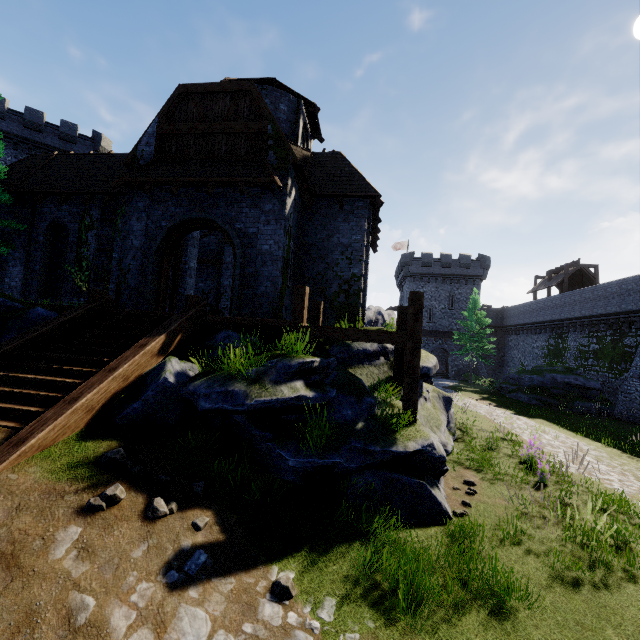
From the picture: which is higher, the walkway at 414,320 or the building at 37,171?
the building at 37,171

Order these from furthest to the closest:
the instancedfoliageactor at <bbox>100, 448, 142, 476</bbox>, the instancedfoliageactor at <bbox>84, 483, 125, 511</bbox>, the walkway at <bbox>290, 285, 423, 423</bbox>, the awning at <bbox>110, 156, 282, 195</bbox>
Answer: the awning at <bbox>110, 156, 282, 195</bbox>
the walkway at <bbox>290, 285, 423, 423</bbox>
the instancedfoliageactor at <bbox>100, 448, 142, 476</bbox>
the instancedfoliageactor at <bbox>84, 483, 125, 511</bbox>

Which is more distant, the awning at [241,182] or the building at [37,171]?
the building at [37,171]

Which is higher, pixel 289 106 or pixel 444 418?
pixel 289 106

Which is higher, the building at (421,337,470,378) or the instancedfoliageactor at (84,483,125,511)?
the building at (421,337,470,378)

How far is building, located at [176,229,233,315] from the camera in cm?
1509

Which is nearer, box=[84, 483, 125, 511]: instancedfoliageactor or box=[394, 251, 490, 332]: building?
box=[84, 483, 125, 511]: instancedfoliageactor

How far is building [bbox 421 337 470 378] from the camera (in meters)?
43.59
